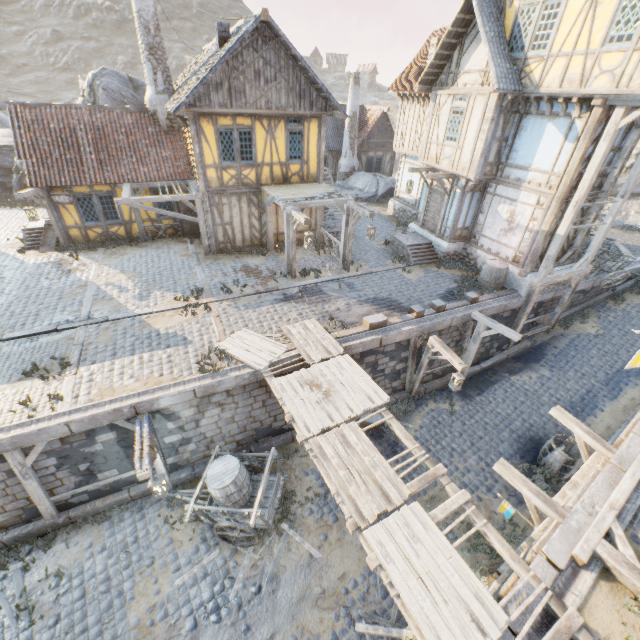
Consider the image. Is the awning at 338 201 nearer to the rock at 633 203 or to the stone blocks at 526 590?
the stone blocks at 526 590

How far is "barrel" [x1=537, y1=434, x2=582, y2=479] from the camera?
9.9 meters

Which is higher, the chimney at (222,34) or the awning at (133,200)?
the chimney at (222,34)

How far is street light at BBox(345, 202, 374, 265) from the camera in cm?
1246

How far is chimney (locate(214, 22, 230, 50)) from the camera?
12.60m

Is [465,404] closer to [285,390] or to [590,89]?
[285,390]

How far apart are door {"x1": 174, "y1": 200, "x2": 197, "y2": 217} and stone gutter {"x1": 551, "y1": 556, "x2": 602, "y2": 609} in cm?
1791

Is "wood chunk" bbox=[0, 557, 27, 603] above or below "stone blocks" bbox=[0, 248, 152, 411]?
below
